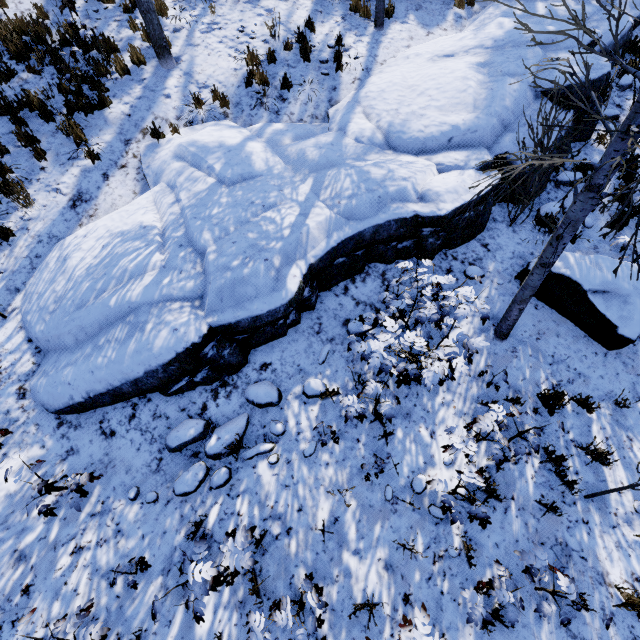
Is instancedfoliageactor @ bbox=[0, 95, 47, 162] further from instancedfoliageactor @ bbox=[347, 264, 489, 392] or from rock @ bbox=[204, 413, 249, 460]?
instancedfoliageactor @ bbox=[347, 264, 489, 392]

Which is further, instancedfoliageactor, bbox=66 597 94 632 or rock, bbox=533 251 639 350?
rock, bbox=533 251 639 350

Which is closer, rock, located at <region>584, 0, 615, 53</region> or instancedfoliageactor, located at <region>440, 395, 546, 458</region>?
instancedfoliageactor, located at <region>440, 395, 546, 458</region>

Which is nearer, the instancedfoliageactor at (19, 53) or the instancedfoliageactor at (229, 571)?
the instancedfoliageactor at (229, 571)

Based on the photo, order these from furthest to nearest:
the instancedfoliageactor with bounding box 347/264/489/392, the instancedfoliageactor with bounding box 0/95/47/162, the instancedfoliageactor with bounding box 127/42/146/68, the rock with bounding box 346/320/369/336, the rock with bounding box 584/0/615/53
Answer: the rock with bounding box 584/0/615/53
the instancedfoliageactor with bounding box 127/42/146/68
the instancedfoliageactor with bounding box 0/95/47/162
the rock with bounding box 346/320/369/336
the instancedfoliageactor with bounding box 347/264/489/392

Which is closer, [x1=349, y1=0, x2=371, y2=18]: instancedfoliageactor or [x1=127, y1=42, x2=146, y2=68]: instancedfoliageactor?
[x1=127, y1=42, x2=146, y2=68]: instancedfoliageactor

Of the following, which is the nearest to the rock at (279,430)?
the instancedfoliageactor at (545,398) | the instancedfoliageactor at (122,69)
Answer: the instancedfoliageactor at (122,69)

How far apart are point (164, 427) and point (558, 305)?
6.44m
